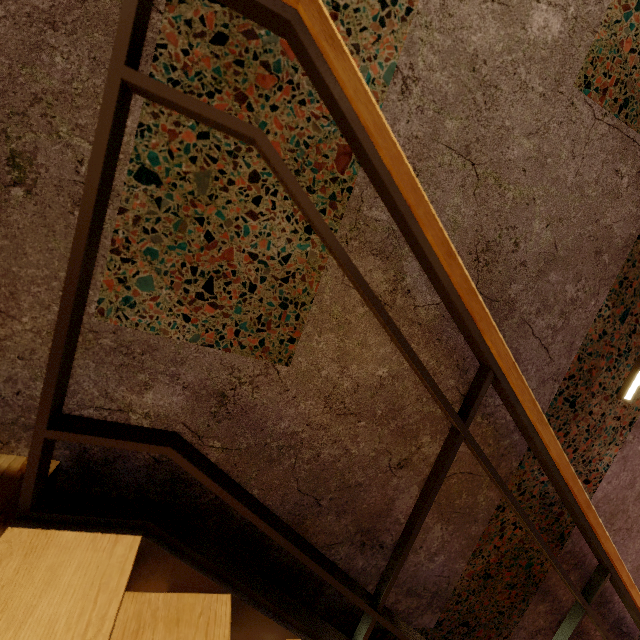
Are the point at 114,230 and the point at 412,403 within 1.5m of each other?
yes

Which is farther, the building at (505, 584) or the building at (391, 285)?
the building at (505, 584)

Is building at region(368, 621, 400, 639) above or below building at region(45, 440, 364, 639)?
below

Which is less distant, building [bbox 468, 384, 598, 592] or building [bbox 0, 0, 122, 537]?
building [bbox 0, 0, 122, 537]

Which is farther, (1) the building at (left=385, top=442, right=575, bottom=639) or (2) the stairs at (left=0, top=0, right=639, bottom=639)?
(1) the building at (left=385, top=442, right=575, bottom=639)

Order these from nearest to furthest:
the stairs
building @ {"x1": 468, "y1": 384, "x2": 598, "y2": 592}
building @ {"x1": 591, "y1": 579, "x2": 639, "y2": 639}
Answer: the stairs → building @ {"x1": 468, "y1": 384, "x2": 598, "y2": 592} → building @ {"x1": 591, "y1": 579, "x2": 639, "y2": 639}
